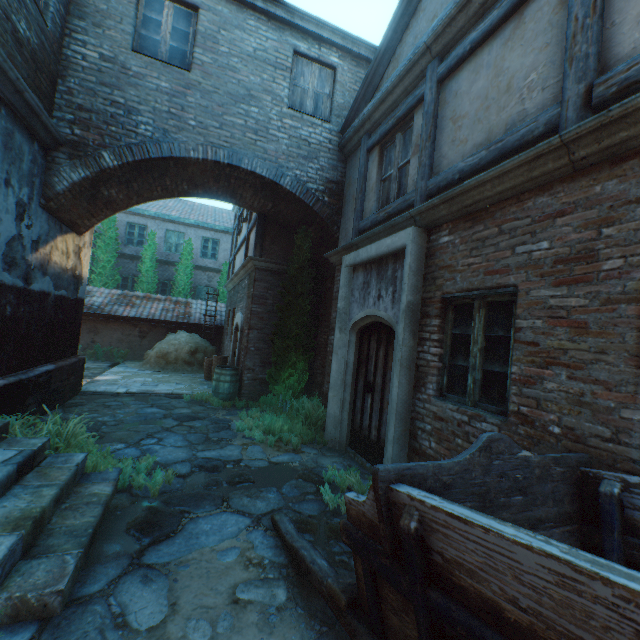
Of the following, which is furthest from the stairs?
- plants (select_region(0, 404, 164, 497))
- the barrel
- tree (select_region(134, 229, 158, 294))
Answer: tree (select_region(134, 229, 158, 294))

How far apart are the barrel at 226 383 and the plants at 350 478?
4.6 meters

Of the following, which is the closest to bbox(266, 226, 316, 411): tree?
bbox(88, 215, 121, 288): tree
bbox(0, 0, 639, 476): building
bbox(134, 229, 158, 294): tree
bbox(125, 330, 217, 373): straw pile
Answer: bbox(0, 0, 639, 476): building

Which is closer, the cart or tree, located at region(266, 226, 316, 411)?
the cart

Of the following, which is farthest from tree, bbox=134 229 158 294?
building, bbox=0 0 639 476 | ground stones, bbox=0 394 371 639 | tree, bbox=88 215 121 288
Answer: ground stones, bbox=0 394 371 639

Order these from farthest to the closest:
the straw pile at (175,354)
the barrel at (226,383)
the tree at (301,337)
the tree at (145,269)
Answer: the tree at (145,269)
the straw pile at (175,354)
the barrel at (226,383)
the tree at (301,337)

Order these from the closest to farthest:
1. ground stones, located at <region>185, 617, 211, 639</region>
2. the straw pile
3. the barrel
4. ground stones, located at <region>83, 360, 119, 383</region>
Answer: ground stones, located at <region>185, 617, 211, 639</region>
the barrel
ground stones, located at <region>83, 360, 119, 383</region>
the straw pile

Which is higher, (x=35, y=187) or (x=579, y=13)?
(x=579, y=13)
